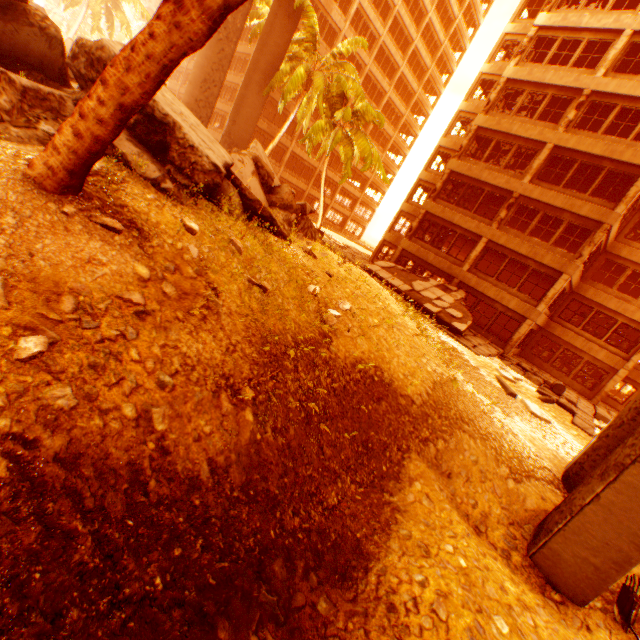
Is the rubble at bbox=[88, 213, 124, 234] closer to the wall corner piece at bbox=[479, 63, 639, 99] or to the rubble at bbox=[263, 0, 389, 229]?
the rubble at bbox=[263, 0, 389, 229]

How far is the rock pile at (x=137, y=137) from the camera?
5.41m

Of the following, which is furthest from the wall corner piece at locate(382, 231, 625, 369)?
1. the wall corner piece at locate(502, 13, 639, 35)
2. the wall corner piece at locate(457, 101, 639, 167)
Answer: the wall corner piece at locate(502, 13, 639, 35)

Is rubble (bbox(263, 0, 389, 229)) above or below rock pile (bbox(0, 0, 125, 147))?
above

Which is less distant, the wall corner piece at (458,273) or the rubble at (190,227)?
the rubble at (190,227)

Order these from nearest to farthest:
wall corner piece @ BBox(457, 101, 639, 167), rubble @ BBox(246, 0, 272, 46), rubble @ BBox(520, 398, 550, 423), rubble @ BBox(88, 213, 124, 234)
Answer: rubble @ BBox(88, 213, 124, 234) < rubble @ BBox(520, 398, 550, 423) < wall corner piece @ BBox(457, 101, 639, 167) < rubble @ BBox(246, 0, 272, 46)

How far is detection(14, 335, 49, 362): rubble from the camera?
2.8m

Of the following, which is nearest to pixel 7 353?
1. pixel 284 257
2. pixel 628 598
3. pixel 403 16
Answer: pixel 284 257
